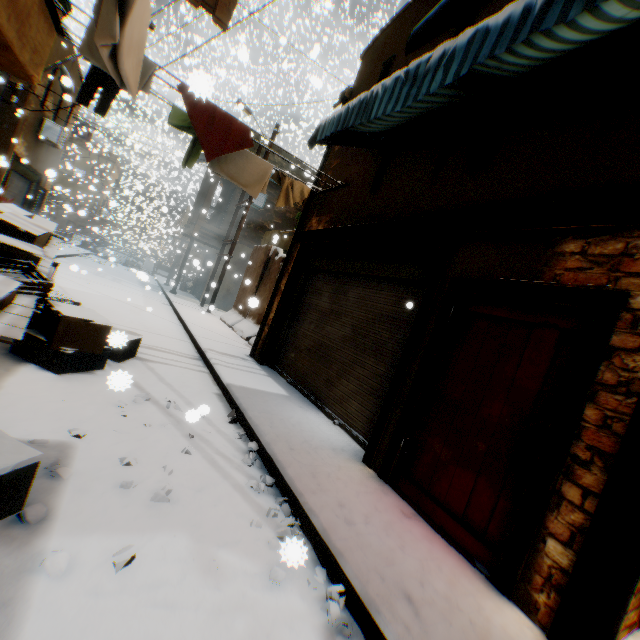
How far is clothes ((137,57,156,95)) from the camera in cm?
470

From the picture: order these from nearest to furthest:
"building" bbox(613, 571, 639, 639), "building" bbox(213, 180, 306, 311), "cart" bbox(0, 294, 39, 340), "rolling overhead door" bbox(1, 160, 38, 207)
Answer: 1. "building" bbox(613, 571, 639, 639)
2. "cart" bbox(0, 294, 39, 340)
3. "rolling overhead door" bbox(1, 160, 38, 207)
4. "building" bbox(213, 180, 306, 311)

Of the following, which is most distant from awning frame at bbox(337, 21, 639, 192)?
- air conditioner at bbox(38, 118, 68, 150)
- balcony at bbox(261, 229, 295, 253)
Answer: air conditioner at bbox(38, 118, 68, 150)

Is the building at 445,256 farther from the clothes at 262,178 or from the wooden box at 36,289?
the wooden box at 36,289

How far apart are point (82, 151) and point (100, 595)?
43.0 meters

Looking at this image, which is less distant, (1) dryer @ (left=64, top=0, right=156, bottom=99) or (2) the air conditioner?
(1) dryer @ (left=64, top=0, right=156, bottom=99)

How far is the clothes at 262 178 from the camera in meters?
5.1 m

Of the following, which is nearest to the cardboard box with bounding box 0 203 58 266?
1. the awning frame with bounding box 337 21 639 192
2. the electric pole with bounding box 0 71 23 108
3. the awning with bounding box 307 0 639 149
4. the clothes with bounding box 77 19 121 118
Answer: the clothes with bounding box 77 19 121 118
